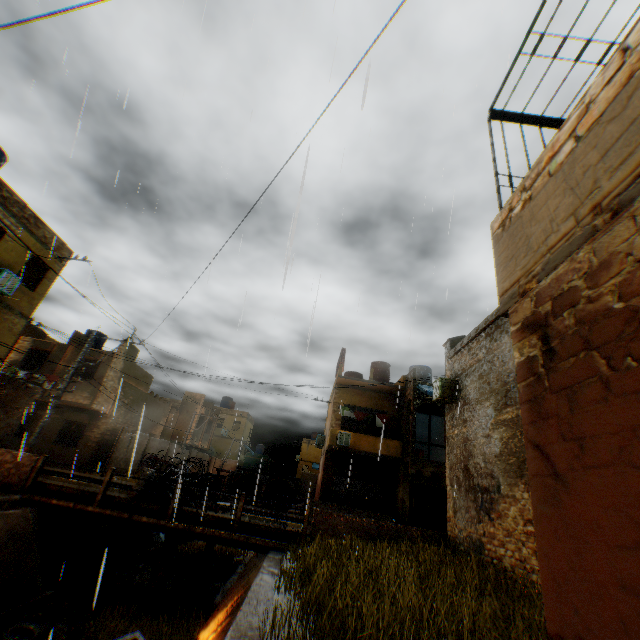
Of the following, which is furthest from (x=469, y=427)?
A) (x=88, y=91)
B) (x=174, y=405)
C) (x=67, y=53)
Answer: (x=174, y=405)

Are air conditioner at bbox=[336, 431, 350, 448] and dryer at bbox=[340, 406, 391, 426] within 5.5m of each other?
yes

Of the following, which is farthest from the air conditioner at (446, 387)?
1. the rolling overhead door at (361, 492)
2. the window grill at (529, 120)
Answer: the window grill at (529, 120)

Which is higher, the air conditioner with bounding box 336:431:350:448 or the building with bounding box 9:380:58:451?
the air conditioner with bounding box 336:431:350:448

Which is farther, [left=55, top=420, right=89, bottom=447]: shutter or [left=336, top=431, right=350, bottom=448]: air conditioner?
[left=55, top=420, right=89, bottom=447]: shutter

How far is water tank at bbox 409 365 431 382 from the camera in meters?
22.9

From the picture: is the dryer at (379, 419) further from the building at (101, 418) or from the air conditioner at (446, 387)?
the air conditioner at (446, 387)

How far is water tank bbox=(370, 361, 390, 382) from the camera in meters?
25.5 m
